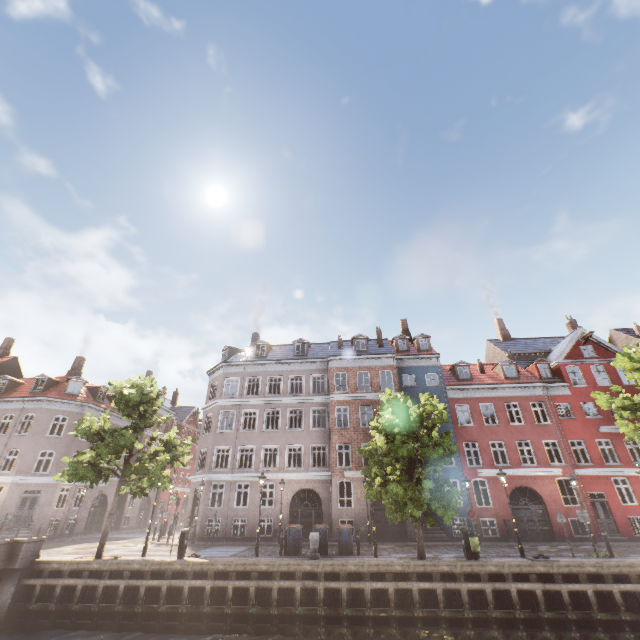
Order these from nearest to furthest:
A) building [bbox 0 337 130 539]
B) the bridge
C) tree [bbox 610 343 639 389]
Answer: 1. the bridge
2. tree [bbox 610 343 639 389]
3. building [bbox 0 337 130 539]

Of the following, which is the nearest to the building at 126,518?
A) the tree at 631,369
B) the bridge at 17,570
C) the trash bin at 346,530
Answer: the tree at 631,369

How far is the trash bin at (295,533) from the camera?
17.1 meters

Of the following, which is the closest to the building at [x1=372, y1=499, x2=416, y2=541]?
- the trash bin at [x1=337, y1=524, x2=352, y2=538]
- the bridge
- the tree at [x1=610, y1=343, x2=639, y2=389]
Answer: the tree at [x1=610, y1=343, x2=639, y2=389]

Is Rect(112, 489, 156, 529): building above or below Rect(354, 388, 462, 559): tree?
below

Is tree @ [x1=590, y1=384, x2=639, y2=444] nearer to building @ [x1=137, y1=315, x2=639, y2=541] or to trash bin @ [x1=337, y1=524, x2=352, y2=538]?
trash bin @ [x1=337, y1=524, x2=352, y2=538]

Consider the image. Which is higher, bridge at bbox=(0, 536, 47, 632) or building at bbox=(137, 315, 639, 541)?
building at bbox=(137, 315, 639, 541)

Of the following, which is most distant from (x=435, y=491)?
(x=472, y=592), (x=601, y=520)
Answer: (x=601, y=520)
